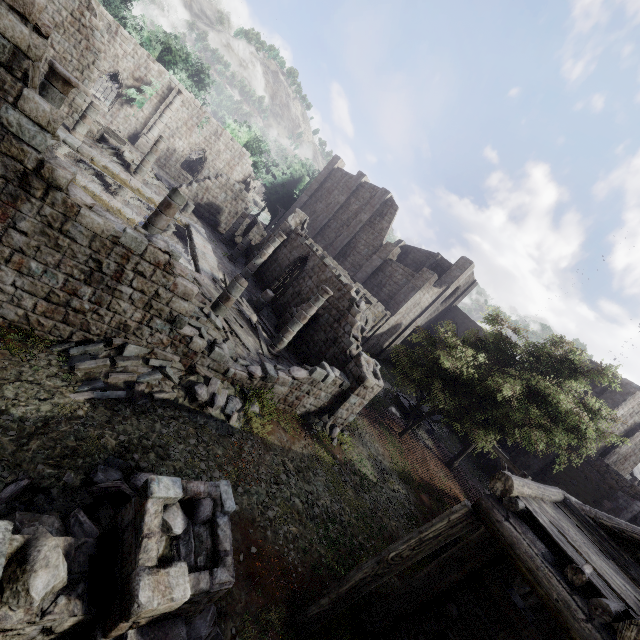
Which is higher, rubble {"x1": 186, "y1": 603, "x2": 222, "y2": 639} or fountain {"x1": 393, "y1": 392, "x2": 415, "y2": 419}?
fountain {"x1": 393, "y1": 392, "x2": 415, "y2": 419}

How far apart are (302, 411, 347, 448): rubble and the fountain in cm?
1200

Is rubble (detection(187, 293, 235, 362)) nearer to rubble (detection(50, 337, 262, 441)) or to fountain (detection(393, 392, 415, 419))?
rubble (detection(50, 337, 262, 441))

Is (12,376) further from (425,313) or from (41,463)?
(425,313)

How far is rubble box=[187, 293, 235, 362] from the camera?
10.4 meters

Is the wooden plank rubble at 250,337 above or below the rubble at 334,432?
above

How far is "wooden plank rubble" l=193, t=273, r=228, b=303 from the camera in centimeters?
1352cm

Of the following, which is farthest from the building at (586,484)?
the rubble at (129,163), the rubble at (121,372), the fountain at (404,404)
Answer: the fountain at (404,404)
